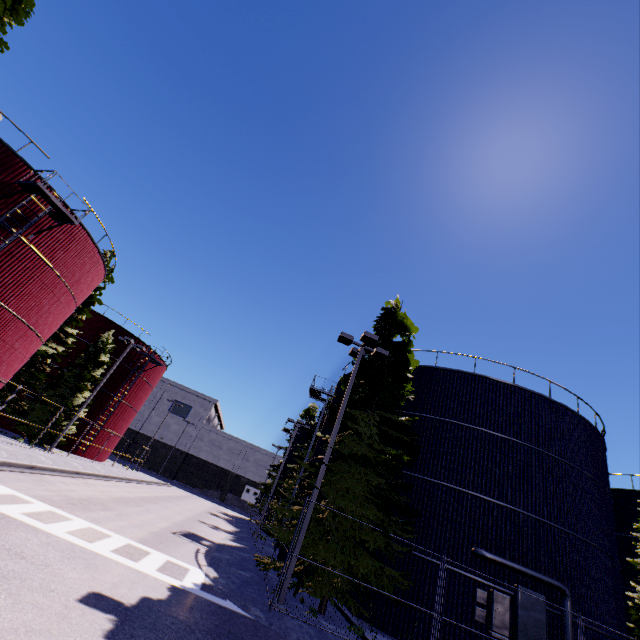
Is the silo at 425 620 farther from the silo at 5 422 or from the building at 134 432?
the building at 134 432

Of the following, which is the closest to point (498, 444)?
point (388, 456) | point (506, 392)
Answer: point (506, 392)

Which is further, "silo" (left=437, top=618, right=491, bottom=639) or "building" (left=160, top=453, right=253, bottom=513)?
"building" (left=160, top=453, right=253, bottom=513)

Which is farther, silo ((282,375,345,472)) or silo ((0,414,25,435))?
silo ((0,414,25,435))

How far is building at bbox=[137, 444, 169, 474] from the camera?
58.1 meters

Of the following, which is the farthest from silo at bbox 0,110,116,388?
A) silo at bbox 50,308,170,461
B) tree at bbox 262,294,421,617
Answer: tree at bbox 262,294,421,617

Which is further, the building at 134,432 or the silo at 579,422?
the building at 134,432
